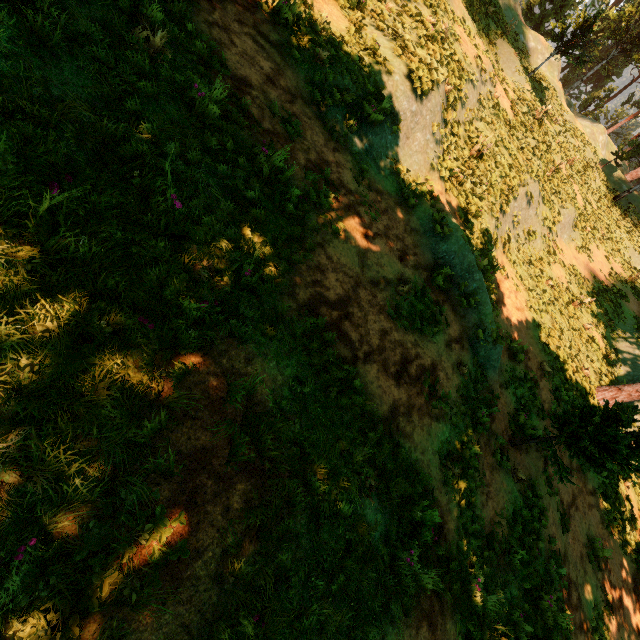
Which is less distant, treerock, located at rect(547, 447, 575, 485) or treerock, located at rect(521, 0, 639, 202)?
treerock, located at rect(547, 447, 575, 485)

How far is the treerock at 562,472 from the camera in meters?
7.6

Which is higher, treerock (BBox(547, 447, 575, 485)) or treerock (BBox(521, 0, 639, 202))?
treerock (BBox(521, 0, 639, 202))

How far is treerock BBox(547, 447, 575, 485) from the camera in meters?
7.6 m

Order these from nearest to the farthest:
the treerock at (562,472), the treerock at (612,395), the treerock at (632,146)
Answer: the treerock at (612,395) → the treerock at (562,472) → the treerock at (632,146)

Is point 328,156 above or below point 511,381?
above

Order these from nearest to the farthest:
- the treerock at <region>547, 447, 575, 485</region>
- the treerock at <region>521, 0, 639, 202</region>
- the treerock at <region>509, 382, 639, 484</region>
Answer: the treerock at <region>509, 382, 639, 484</region>
the treerock at <region>547, 447, 575, 485</region>
the treerock at <region>521, 0, 639, 202</region>
